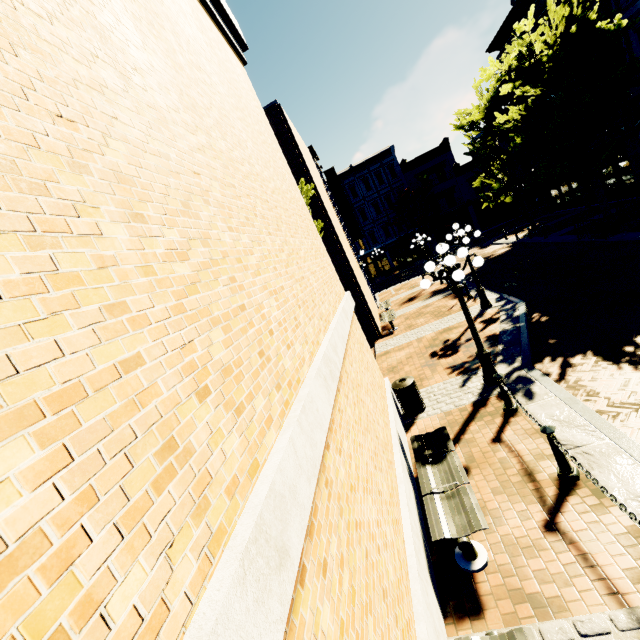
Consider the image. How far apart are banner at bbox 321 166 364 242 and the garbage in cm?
1520

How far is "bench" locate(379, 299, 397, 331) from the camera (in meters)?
16.03

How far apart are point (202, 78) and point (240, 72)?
3.7m

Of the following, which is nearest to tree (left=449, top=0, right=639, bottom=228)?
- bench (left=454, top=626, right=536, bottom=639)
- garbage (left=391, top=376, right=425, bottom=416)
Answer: garbage (left=391, top=376, right=425, bottom=416)

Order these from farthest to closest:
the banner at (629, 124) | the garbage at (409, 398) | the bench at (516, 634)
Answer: the banner at (629, 124), the garbage at (409, 398), the bench at (516, 634)

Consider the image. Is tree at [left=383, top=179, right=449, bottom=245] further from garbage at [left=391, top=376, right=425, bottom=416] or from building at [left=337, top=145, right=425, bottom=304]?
garbage at [left=391, top=376, right=425, bottom=416]

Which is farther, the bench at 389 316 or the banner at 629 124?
the banner at 629 124

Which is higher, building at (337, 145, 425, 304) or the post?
building at (337, 145, 425, 304)
